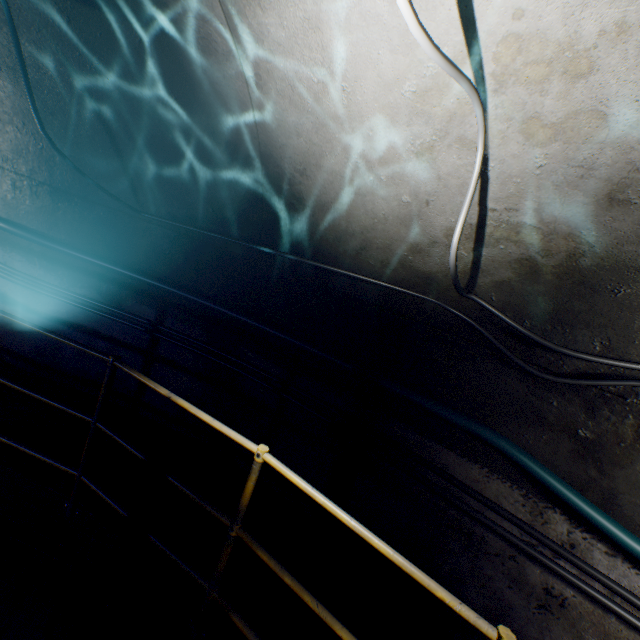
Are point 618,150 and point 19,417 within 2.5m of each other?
no

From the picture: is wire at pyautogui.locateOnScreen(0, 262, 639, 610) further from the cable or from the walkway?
the walkway

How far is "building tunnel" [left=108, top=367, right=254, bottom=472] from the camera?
3.6 meters

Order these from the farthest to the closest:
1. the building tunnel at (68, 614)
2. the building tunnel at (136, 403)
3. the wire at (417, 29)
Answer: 1. the building tunnel at (136, 403)
2. the building tunnel at (68, 614)
3. the wire at (417, 29)

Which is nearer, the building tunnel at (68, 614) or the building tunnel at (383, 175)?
the building tunnel at (383, 175)

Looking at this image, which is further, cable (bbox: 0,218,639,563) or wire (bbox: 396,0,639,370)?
cable (bbox: 0,218,639,563)

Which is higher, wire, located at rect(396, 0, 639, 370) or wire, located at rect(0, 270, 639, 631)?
wire, located at rect(396, 0, 639, 370)

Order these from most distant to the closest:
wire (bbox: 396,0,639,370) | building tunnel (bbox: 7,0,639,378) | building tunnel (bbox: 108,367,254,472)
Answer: building tunnel (bbox: 108,367,254,472), building tunnel (bbox: 7,0,639,378), wire (bbox: 396,0,639,370)
